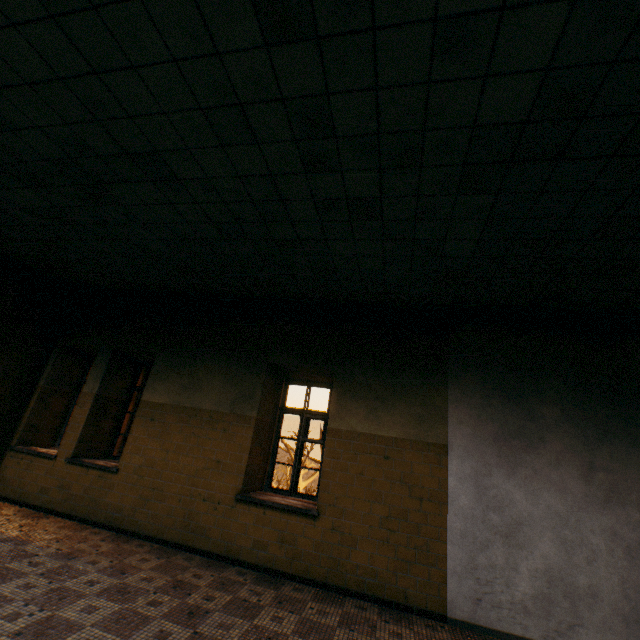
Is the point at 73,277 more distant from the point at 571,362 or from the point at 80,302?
the point at 571,362
